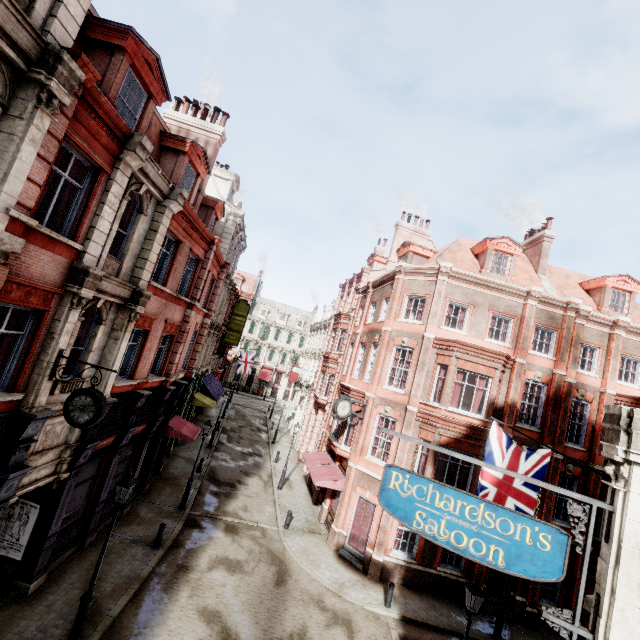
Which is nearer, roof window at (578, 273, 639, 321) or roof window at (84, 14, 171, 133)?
roof window at (84, 14, 171, 133)

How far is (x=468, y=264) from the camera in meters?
20.5 m

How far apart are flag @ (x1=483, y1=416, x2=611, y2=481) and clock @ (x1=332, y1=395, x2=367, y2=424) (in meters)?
8.23

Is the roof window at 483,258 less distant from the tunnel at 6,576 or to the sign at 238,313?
the sign at 238,313

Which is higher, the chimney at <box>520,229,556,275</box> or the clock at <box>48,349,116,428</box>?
the chimney at <box>520,229,556,275</box>

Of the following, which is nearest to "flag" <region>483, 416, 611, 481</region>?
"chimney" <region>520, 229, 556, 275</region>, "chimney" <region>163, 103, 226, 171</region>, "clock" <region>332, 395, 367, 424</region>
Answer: "clock" <region>332, 395, 367, 424</region>

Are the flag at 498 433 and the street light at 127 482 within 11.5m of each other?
yes

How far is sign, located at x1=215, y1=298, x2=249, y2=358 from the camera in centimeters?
2995cm
